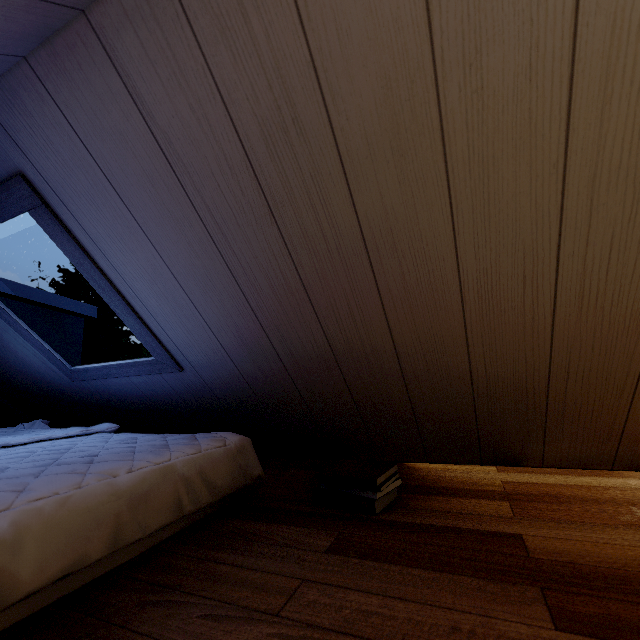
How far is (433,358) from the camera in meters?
1.1 m
